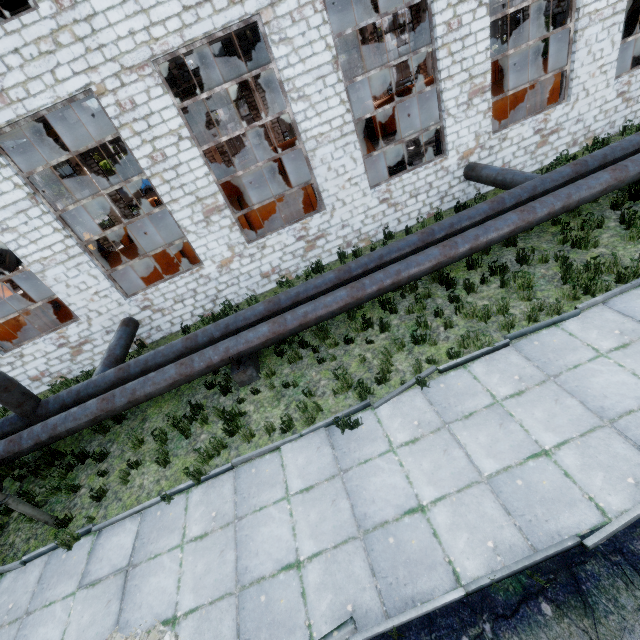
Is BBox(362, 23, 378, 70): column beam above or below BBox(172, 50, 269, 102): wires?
below

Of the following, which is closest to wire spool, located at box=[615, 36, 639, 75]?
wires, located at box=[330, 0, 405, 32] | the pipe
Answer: the pipe

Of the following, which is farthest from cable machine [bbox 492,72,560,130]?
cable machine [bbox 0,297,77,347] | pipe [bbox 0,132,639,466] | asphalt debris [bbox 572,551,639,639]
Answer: cable machine [bbox 0,297,77,347]

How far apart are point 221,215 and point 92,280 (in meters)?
4.60

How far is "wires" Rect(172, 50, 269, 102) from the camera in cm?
2159

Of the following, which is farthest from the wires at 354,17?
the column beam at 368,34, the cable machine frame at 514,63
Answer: the cable machine frame at 514,63

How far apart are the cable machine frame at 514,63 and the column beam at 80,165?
29.9m

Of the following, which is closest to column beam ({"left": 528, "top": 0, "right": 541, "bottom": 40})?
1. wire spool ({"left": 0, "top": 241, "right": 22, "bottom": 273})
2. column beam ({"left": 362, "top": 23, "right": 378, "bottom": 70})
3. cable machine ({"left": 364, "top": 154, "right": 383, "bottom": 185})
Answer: column beam ({"left": 362, "top": 23, "right": 378, "bottom": 70})
